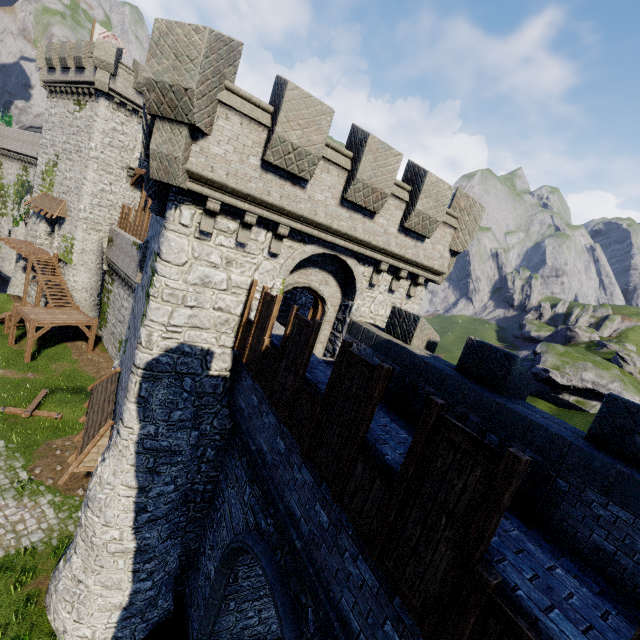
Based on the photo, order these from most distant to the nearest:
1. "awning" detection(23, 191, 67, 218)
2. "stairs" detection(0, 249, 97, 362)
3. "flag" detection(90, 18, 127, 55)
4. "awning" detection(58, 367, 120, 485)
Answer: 1. "flag" detection(90, 18, 127, 55)
2. "awning" detection(23, 191, 67, 218)
3. "stairs" detection(0, 249, 97, 362)
4. "awning" detection(58, 367, 120, 485)

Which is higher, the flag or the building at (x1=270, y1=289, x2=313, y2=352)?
the flag

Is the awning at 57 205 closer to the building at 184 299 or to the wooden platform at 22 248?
the wooden platform at 22 248

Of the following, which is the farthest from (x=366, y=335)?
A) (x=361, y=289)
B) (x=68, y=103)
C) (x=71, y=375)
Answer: (x=68, y=103)

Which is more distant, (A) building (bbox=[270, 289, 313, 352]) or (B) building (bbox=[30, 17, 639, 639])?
(A) building (bbox=[270, 289, 313, 352])

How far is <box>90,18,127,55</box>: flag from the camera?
29.1m

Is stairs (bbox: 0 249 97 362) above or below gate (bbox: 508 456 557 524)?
below

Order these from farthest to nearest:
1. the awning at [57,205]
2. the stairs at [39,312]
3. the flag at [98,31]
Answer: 1. the flag at [98,31]
2. the awning at [57,205]
3. the stairs at [39,312]
